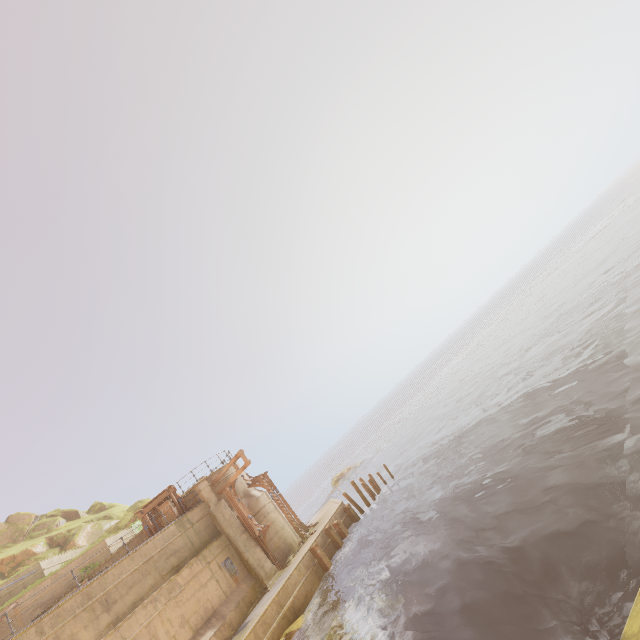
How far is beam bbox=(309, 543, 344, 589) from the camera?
17.22m

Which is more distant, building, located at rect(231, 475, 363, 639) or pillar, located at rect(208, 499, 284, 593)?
pillar, located at rect(208, 499, 284, 593)

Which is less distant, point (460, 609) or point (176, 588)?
point (460, 609)

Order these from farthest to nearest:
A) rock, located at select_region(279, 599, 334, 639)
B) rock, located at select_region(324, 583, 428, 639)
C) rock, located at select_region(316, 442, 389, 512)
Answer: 1. rock, located at select_region(316, 442, 389, 512)
2. rock, located at select_region(279, 599, 334, 639)
3. rock, located at select_region(324, 583, 428, 639)

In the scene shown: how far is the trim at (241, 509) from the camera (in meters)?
19.20

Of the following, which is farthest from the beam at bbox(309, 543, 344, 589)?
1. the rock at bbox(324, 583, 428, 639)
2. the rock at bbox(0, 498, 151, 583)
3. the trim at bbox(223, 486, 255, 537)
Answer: the rock at bbox(0, 498, 151, 583)

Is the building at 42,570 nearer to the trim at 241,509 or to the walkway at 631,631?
the walkway at 631,631

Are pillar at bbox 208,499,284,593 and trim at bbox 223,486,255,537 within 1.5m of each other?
yes
